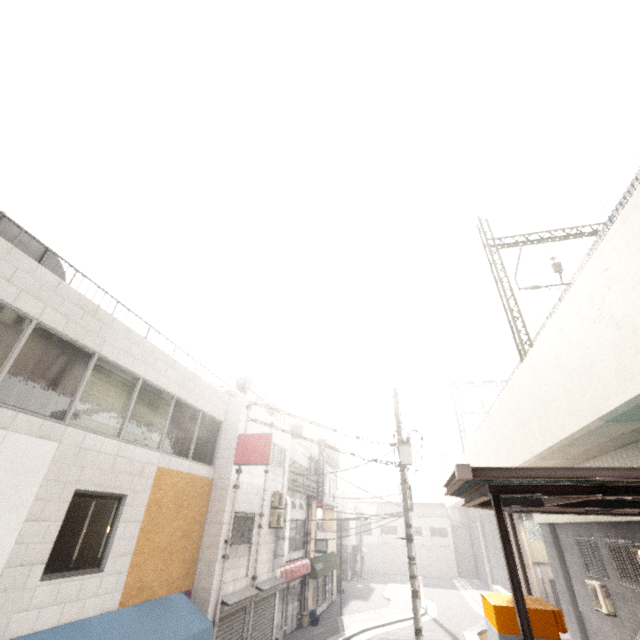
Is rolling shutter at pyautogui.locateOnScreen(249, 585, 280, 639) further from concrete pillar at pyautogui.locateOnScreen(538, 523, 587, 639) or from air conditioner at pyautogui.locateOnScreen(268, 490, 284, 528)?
concrete pillar at pyautogui.locateOnScreen(538, 523, 587, 639)

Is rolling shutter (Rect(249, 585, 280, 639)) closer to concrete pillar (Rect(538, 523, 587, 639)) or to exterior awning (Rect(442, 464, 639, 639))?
exterior awning (Rect(442, 464, 639, 639))

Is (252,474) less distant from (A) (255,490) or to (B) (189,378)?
(A) (255,490)

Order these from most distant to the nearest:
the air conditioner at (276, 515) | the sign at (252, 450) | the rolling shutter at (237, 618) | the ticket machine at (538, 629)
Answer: the air conditioner at (276, 515), the sign at (252, 450), the rolling shutter at (237, 618), the ticket machine at (538, 629)

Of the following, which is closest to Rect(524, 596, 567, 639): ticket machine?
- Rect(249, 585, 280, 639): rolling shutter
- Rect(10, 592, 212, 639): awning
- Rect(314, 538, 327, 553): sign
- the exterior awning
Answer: the exterior awning

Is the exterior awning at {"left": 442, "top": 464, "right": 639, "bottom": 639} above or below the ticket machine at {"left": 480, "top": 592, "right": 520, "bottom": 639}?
above

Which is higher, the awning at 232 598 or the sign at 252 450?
the sign at 252 450

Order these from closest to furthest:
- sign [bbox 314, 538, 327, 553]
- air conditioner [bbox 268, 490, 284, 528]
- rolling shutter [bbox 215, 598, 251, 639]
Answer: rolling shutter [bbox 215, 598, 251, 639] → air conditioner [bbox 268, 490, 284, 528] → sign [bbox 314, 538, 327, 553]
